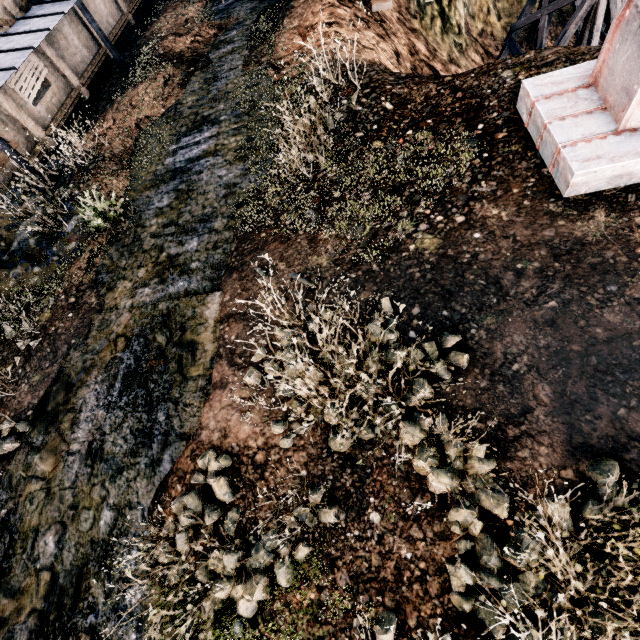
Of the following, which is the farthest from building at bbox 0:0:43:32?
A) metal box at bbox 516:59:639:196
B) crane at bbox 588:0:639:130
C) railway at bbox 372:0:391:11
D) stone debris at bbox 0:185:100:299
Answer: crane at bbox 588:0:639:130

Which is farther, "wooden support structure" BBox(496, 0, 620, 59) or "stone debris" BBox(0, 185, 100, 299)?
"wooden support structure" BBox(496, 0, 620, 59)

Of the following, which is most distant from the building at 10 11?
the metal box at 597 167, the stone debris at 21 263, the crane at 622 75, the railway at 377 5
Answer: the crane at 622 75

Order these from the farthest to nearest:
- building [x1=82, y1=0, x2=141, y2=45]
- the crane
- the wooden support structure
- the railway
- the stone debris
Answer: building [x1=82, y1=0, x2=141, y2=45] → the wooden support structure → the railway → the stone debris → the crane

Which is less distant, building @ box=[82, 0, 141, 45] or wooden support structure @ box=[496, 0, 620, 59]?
wooden support structure @ box=[496, 0, 620, 59]

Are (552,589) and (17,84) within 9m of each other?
no

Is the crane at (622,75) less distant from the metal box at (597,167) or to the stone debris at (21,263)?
the metal box at (597,167)
